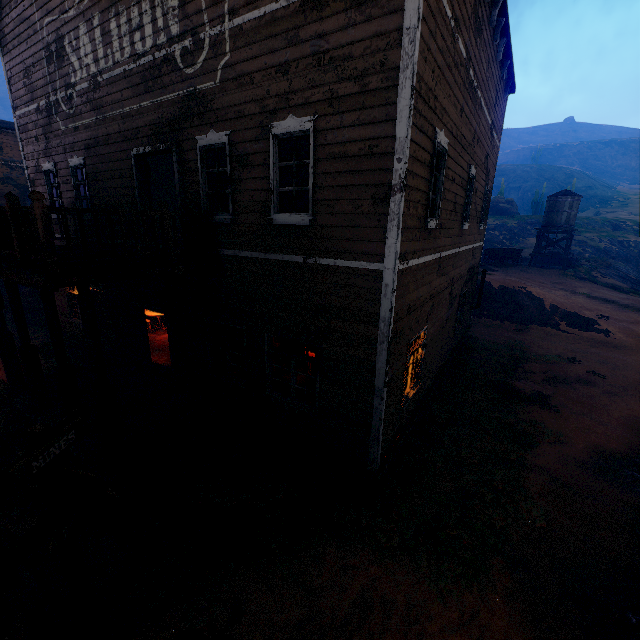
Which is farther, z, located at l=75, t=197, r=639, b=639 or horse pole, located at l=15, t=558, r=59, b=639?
z, located at l=75, t=197, r=639, b=639

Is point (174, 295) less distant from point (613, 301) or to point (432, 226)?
point (432, 226)

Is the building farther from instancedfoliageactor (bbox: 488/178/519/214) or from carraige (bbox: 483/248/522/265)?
instancedfoliageactor (bbox: 488/178/519/214)

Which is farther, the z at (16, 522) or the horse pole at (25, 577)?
the z at (16, 522)

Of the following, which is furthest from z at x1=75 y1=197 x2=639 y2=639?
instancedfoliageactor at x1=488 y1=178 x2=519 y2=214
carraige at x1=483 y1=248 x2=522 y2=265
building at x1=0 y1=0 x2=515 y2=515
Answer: carraige at x1=483 y1=248 x2=522 y2=265

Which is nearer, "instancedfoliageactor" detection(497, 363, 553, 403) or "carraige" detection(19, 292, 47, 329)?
"instancedfoliageactor" detection(497, 363, 553, 403)

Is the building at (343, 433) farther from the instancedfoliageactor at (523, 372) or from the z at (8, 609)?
the instancedfoliageactor at (523, 372)
